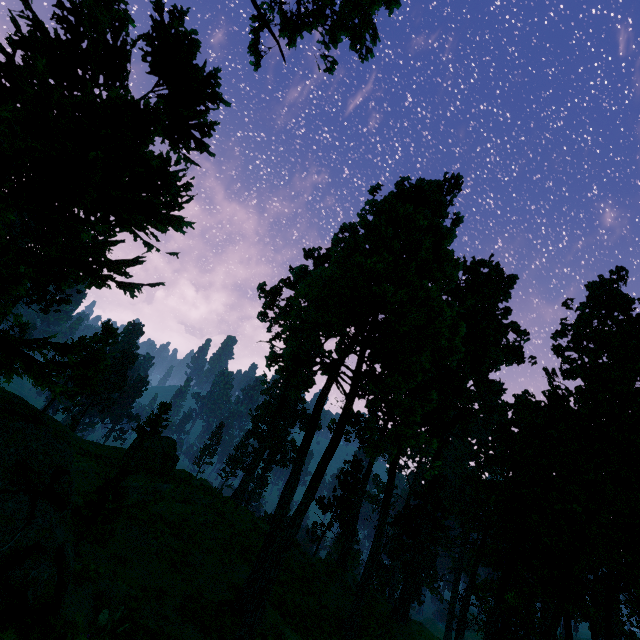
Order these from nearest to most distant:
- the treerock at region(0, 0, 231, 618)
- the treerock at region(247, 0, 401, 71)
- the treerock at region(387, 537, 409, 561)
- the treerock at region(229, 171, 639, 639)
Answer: the treerock at region(0, 0, 231, 618)
the treerock at region(229, 171, 639, 639)
the treerock at region(247, 0, 401, 71)
the treerock at region(387, 537, 409, 561)

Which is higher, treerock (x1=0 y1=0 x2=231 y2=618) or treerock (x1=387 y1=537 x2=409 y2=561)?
treerock (x1=0 y1=0 x2=231 y2=618)

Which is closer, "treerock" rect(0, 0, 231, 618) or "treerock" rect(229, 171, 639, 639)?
"treerock" rect(0, 0, 231, 618)

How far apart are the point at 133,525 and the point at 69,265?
15.4 meters

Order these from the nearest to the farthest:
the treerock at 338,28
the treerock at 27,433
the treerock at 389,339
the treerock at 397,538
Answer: the treerock at 27,433 → the treerock at 389,339 → the treerock at 338,28 → the treerock at 397,538

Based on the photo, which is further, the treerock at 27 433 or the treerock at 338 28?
the treerock at 338 28

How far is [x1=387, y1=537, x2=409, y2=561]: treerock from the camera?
34.6 meters
